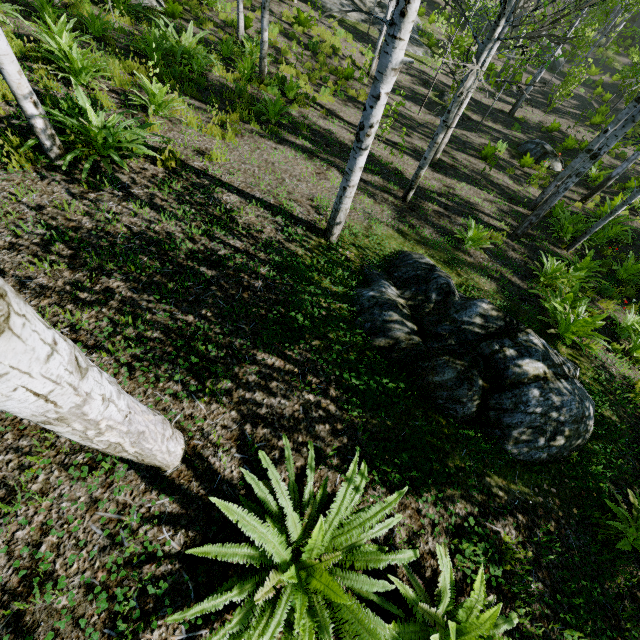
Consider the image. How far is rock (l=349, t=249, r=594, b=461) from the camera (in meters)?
3.61

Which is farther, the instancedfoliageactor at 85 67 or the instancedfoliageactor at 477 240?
the instancedfoliageactor at 477 240

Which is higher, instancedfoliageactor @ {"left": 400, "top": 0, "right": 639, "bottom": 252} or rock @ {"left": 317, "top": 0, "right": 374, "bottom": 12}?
instancedfoliageactor @ {"left": 400, "top": 0, "right": 639, "bottom": 252}

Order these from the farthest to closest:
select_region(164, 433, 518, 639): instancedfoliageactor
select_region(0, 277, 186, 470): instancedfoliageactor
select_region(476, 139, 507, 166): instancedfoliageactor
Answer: select_region(476, 139, 507, 166): instancedfoliageactor < select_region(164, 433, 518, 639): instancedfoliageactor < select_region(0, 277, 186, 470): instancedfoliageactor

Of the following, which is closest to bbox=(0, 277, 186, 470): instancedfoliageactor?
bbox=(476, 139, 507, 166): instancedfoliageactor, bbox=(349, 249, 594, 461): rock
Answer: bbox=(349, 249, 594, 461): rock

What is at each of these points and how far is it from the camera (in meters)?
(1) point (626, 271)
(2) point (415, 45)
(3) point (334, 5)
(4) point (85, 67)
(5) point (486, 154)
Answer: (1) instancedfoliageactor, 7.95
(2) rock, 17.64
(3) rock, 17.12
(4) instancedfoliageactor, 5.47
(5) instancedfoliageactor, 11.80

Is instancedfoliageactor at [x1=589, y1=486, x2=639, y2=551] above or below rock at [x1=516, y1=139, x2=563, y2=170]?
above

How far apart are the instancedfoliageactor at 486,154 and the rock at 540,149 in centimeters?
259cm
